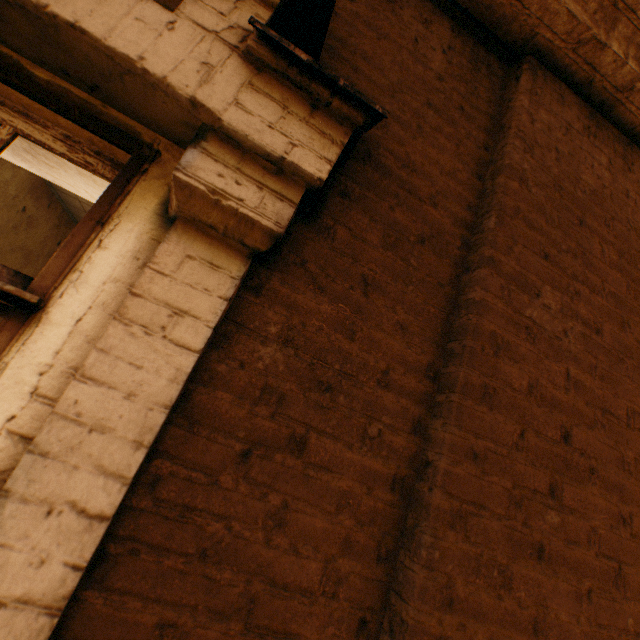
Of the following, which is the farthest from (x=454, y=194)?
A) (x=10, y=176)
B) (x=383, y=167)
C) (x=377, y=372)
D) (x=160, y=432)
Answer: (x=10, y=176)
